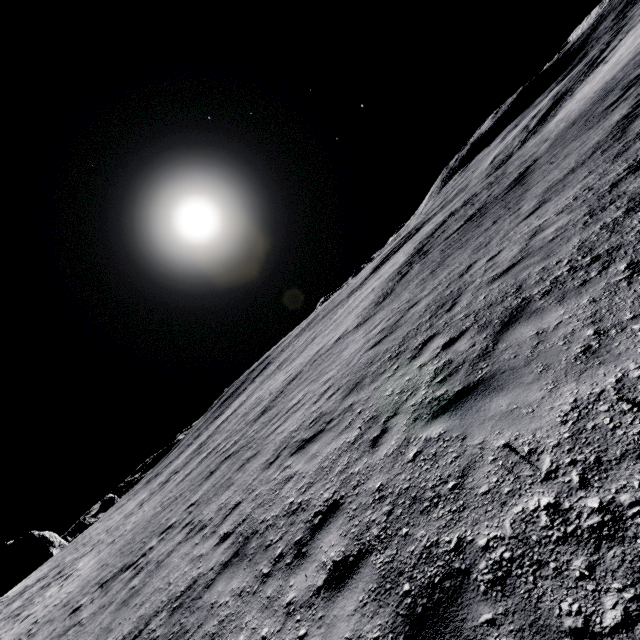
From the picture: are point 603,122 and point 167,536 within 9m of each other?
no
